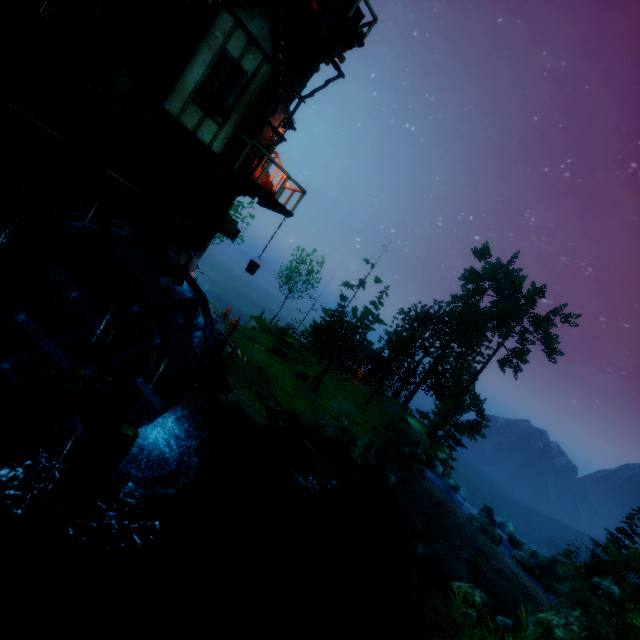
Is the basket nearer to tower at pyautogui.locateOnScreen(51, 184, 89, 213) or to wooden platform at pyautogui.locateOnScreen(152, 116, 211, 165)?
tower at pyautogui.locateOnScreen(51, 184, 89, 213)

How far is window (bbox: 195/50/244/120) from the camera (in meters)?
8.30

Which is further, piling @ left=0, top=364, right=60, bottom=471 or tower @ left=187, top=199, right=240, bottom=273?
tower @ left=187, top=199, right=240, bottom=273

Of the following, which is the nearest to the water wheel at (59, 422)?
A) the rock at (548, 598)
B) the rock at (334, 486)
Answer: the rock at (334, 486)

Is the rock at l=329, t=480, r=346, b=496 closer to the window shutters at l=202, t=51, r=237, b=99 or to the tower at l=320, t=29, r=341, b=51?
the tower at l=320, t=29, r=341, b=51

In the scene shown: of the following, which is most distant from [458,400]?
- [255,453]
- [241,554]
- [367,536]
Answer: [241,554]

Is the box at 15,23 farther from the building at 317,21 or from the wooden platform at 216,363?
the wooden platform at 216,363

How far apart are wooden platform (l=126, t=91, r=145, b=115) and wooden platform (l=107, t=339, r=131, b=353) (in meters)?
6.46
